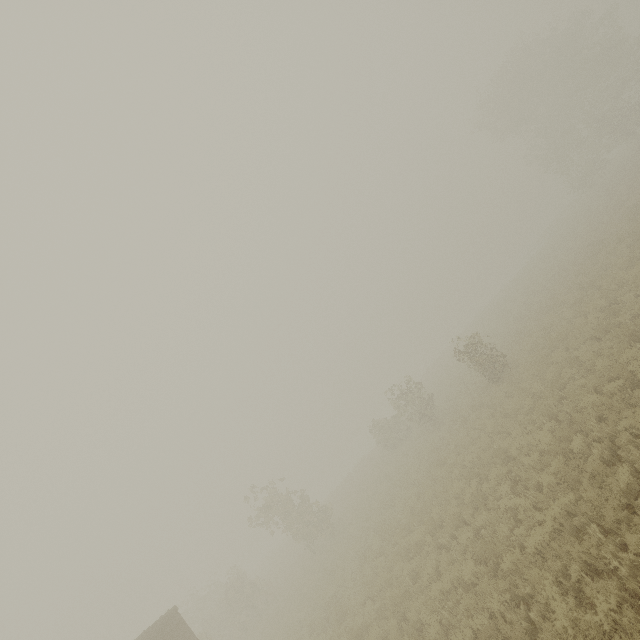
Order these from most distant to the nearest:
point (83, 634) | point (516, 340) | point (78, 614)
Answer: point (78, 614) → point (83, 634) → point (516, 340)
